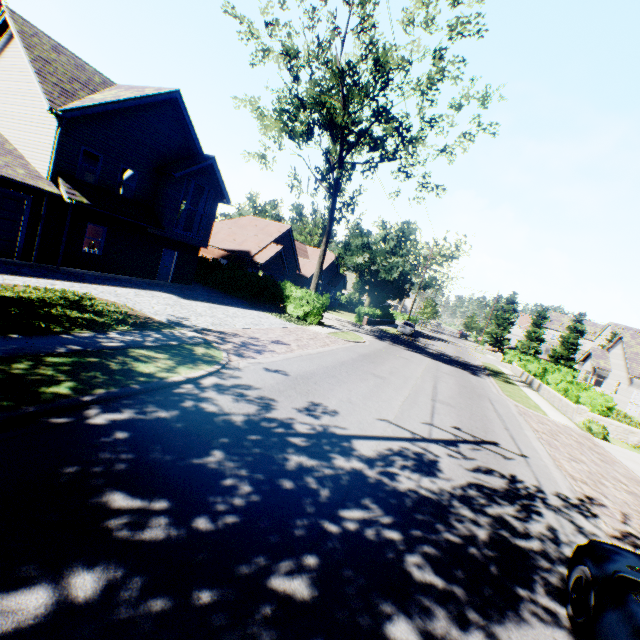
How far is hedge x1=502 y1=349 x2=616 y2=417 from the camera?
17.12m

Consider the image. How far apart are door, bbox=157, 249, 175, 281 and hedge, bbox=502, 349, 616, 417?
28.3 meters

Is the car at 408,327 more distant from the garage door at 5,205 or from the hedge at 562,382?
the garage door at 5,205

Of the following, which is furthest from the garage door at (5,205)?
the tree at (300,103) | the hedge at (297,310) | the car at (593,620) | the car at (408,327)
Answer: the car at (408,327)

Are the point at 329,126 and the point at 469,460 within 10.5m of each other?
no

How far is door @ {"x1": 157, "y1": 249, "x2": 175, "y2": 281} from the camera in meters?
21.9 m

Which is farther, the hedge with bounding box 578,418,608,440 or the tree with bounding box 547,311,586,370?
the tree with bounding box 547,311,586,370

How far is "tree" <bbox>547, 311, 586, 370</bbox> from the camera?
→ 56.83m
